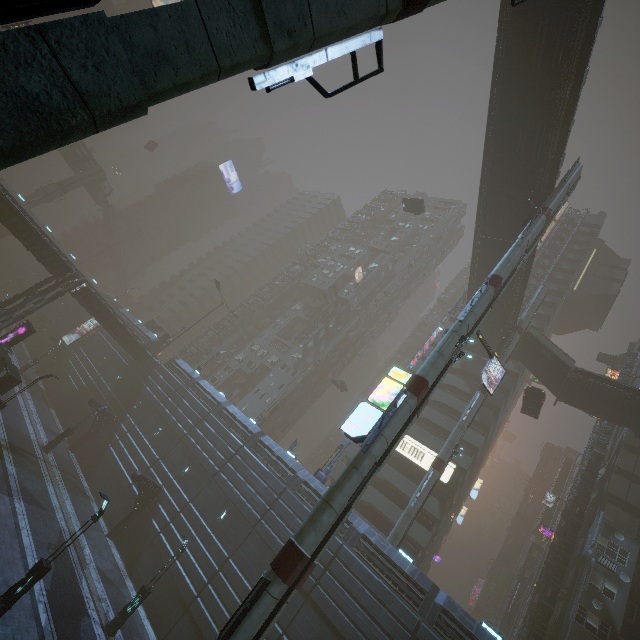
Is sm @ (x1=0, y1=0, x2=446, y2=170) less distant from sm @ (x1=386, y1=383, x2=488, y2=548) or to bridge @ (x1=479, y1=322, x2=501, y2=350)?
bridge @ (x1=479, y1=322, x2=501, y2=350)

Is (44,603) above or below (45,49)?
below

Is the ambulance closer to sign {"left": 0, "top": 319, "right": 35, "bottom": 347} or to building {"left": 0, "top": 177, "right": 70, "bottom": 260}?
building {"left": 0, "top": 177, "right": 70, "bottom": 260}

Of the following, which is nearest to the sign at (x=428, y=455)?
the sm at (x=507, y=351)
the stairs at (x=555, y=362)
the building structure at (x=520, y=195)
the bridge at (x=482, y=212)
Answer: the sm at (x=507, y=351)

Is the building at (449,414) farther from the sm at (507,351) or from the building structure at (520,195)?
the building structure at (520,195)

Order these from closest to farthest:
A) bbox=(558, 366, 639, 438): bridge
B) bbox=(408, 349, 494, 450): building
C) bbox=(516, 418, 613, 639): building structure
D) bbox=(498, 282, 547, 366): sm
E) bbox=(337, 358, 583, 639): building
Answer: bbox=(337, 358, 583, 639): building < bbox=(516, 418, 613, 639): building structure < bbox=(558, 366, 639, 438): bridge < bbox=(498, 282, 547, 366): sm < bbox=(408, 349, 494, 450): building

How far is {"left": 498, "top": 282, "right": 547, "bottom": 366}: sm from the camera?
33.56m

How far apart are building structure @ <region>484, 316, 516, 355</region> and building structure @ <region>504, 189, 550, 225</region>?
14.7 meters
